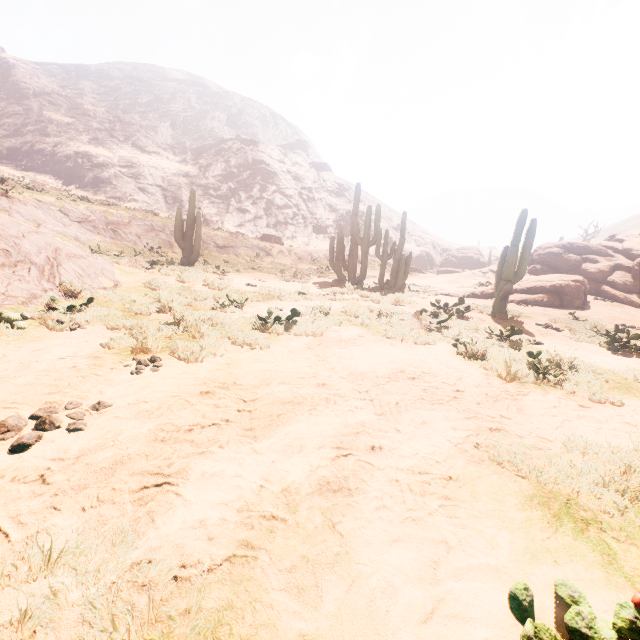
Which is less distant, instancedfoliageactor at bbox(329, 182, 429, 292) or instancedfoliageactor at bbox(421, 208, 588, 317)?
instancedfoliageactor at bbox(421, 208, 588, 317)

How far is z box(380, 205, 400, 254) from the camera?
47.2m

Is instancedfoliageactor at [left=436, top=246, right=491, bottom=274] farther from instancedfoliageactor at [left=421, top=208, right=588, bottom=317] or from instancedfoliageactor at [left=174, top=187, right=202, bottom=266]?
instancedfoliageactor at [left=174, top=187, right=202, bottom=266]

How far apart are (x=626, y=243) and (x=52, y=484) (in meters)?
27.87

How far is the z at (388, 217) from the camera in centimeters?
4719cm

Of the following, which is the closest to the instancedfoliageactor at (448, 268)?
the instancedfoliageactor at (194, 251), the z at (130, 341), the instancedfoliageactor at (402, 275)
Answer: the z at (130, 341)

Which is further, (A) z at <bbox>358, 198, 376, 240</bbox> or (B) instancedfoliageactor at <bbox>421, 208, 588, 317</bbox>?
(A) z at <bbox>358, 198, 376, 240</bbox>

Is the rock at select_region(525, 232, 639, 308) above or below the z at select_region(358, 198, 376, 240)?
below
